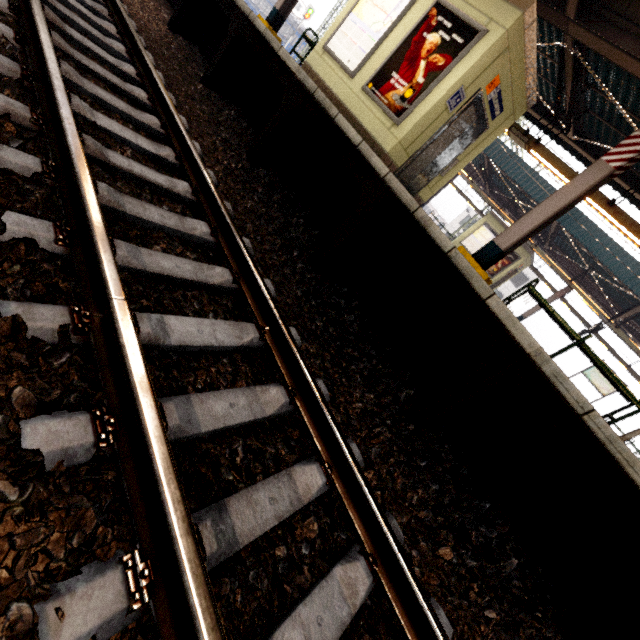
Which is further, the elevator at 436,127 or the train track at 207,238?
the elevator at 436,127

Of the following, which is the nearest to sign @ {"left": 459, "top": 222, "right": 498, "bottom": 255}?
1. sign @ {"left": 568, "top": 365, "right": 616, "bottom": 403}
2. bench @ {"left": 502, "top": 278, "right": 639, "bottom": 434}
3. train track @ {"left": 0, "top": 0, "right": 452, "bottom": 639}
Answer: sign @ {"left": 568, "top": 365, "right": 616, "bottom": 403}

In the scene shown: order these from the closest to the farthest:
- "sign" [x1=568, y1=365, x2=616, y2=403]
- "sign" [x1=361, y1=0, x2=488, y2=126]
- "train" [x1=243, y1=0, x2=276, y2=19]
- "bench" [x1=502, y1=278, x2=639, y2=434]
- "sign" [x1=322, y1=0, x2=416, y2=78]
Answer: "bench" [x1=502, y1=278, x2=639, y2=434] < "sign" [x1=361, y1=0, x2=488, y2=126] < "sign" [x1=322, y1=0, x2=416, y2=78] < "sign" [x1=568, y1=365, x2=616, y2=403] < "train" [x1=243, y1=0, x2=276, y2=19]

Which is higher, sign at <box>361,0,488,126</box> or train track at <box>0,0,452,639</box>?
sign at <box>361,0,488,126</box>

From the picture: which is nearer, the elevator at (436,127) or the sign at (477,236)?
the elevator at (436,127)

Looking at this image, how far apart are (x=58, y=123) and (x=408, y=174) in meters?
6.6

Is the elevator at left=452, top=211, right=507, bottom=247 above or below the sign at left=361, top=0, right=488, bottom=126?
above

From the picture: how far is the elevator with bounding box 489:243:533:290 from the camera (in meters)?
17.45
